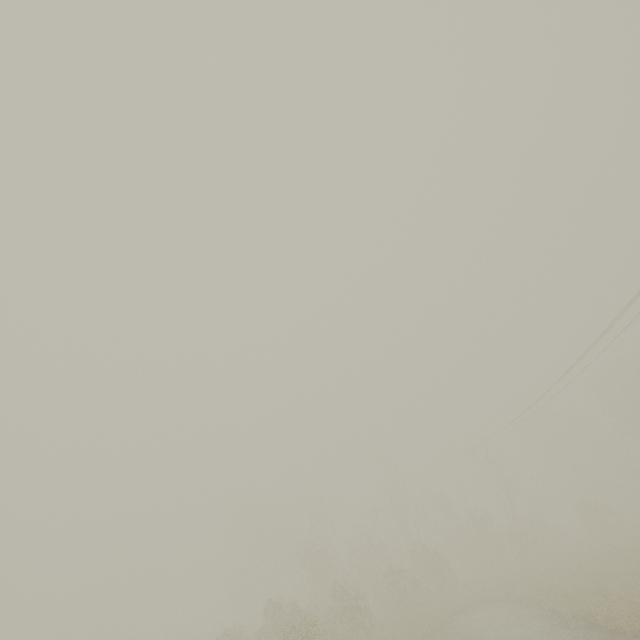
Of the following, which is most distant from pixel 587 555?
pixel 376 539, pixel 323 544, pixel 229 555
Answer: pixel 229 555
